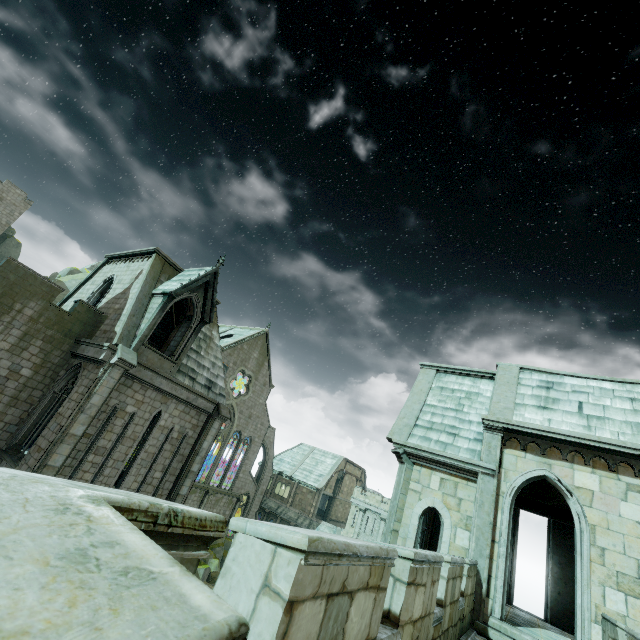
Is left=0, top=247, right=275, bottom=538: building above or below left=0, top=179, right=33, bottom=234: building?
below

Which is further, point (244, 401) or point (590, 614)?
point (244, 401)

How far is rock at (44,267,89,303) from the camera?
44.3m

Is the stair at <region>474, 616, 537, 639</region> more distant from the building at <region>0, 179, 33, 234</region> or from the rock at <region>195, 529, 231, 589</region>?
the building at <region>0, 179, 33, 234</region>

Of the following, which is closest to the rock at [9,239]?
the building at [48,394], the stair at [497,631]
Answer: the building at [48,394]

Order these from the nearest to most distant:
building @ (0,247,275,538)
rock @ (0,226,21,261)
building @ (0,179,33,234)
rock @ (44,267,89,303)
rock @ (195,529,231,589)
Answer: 1. building @ (0,247,275,538)
2. rock @ (195,529,231,589)
3. building @ (0,179,33,234)
4. rock @ (44,267,89,303)
5. rock @ (0,226,21,261)

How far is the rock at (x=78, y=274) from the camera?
44.3m
